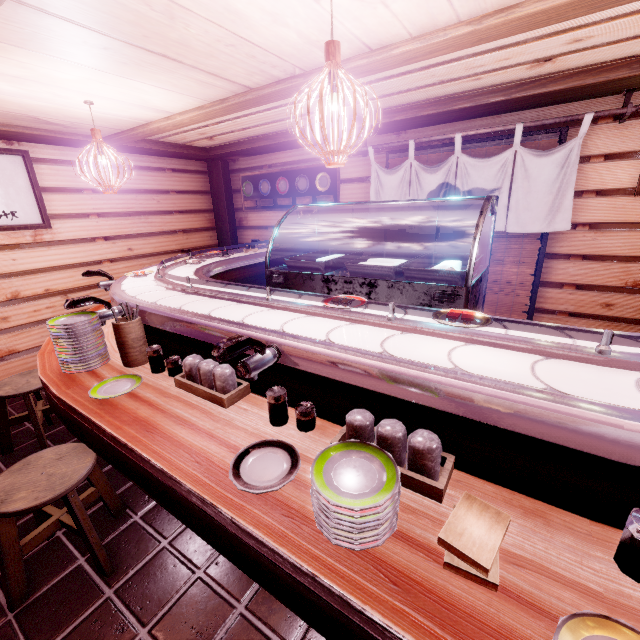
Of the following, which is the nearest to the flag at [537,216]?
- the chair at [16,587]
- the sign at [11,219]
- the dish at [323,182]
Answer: the dish at [323,182]

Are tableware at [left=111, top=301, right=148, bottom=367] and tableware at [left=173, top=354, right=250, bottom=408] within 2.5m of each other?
yes

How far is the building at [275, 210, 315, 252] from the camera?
9.71m

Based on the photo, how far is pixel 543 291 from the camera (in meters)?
6.91

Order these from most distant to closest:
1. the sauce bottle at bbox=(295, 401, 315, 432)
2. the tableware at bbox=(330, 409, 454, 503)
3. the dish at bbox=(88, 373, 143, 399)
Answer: the dish at bbox=(88, 373, 143, 399), the sauce bottle at bbox=(295, 401, 315, 432), the tableware at bbox=(330, 409, 454, 503)

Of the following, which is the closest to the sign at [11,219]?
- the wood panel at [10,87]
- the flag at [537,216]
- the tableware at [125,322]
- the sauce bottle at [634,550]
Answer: the wood panel at [10,87]

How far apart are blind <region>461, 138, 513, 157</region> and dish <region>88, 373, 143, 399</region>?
7.0m

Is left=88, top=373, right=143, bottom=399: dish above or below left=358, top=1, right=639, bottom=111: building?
below
